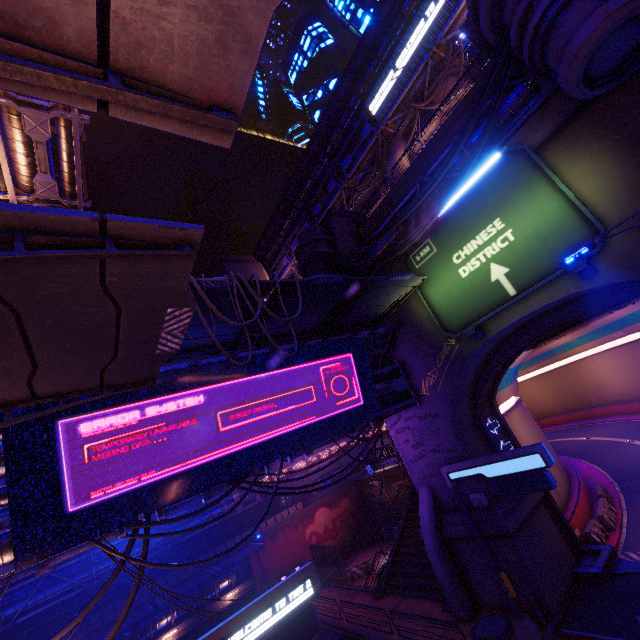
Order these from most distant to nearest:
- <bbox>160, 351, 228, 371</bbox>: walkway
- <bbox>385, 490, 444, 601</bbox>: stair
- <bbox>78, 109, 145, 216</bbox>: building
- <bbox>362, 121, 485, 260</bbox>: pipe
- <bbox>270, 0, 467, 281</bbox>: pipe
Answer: <bbox>78, 109, 145, 216</bbox>: building < <bbox>270, 0, 467, 281</bbox>: pipe < <bbox>385, 490, 444, 601</bbox>: stair < <bbox>362, 121, 485, 260</bbox>: pipe < <bbox>160, 351, 228, 371</bbox>: walkway

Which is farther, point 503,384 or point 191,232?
point 503,384

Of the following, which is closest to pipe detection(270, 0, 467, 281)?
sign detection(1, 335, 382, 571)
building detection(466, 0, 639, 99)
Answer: building detection(466, 0, 639, 99)

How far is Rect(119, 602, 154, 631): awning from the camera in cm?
2095

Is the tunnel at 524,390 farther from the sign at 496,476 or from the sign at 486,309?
the sign at 496,476

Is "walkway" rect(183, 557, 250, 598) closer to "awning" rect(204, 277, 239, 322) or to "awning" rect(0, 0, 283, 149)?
"awning" rect(204, 277, 239, 322)

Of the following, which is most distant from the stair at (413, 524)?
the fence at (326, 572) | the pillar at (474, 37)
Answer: the pillar at (474, 37)

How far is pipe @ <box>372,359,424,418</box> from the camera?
18.1m
